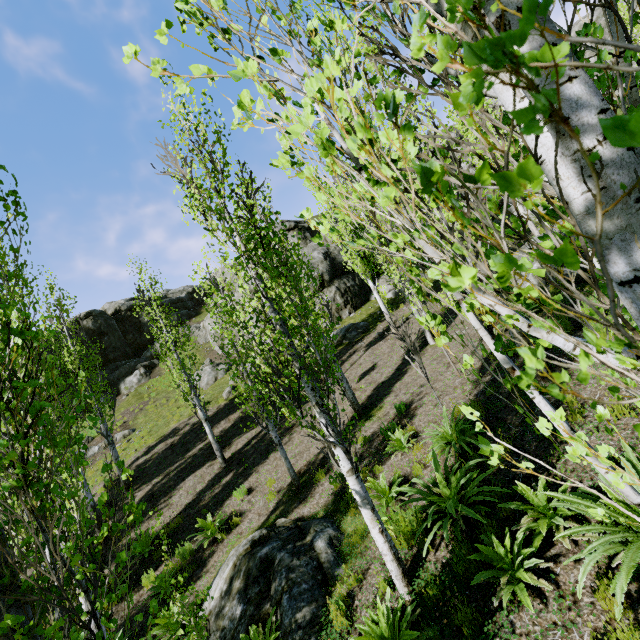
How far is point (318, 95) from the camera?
1.1m

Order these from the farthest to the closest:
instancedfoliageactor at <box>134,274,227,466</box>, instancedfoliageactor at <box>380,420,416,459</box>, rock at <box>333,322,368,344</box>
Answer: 1. rock at <box>333,322,368,344</box>
2. instancedfoliageactor at <box>134,274,227,466</box>
3. instancedfoliageactor at <box>380,420,416,459</box>

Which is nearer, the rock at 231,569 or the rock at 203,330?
the rock at 231,569

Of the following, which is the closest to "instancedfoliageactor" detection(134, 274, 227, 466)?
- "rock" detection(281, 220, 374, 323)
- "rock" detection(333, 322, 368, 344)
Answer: "rock" detection(281, 220, 374, 323)

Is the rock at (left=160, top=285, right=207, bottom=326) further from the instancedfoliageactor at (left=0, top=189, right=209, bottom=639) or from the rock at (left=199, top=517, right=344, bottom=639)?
the rock at (left=199, top=517, right=344, bottom=639)

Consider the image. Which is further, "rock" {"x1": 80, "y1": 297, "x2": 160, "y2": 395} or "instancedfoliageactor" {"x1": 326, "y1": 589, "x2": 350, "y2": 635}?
"rock" {"x1": 80, "y1": 297, "x2": 160, "y2": 395}

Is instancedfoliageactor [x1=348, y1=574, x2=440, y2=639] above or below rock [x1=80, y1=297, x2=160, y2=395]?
below

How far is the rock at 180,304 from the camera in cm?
3497
